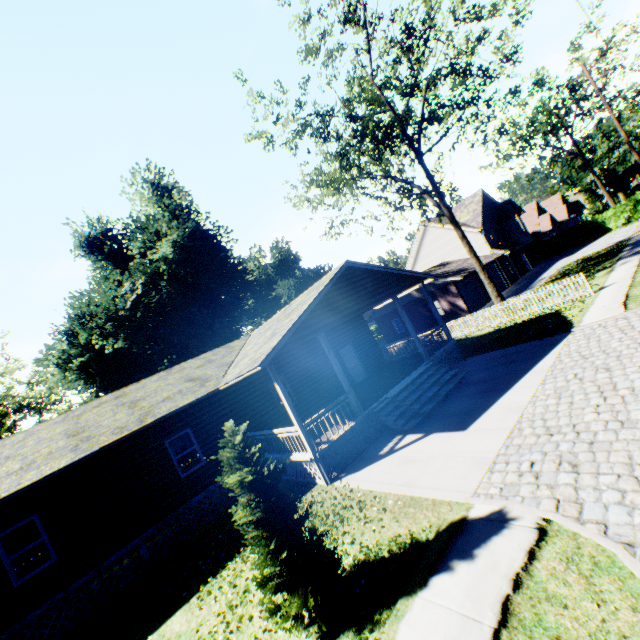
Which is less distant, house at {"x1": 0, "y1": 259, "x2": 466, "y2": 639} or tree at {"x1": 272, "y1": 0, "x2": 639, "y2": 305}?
house at {"x1": 0, "y1": 259, "x2": 466, "y2": 639}

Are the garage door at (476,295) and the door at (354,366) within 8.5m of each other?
no

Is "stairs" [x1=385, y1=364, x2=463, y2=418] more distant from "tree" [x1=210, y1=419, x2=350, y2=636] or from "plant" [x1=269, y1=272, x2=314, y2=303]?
"plant" [x1=269, y1=272, x2=314, y2=303]

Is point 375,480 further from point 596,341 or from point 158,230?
point 158,230

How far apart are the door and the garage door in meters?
14.4

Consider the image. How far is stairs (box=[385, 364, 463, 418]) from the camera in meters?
11.9

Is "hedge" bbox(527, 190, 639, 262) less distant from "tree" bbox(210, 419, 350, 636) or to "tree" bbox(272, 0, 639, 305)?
"tree" bbox(272, 0, 639, 305)

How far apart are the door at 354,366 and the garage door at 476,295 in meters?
14.4 m
